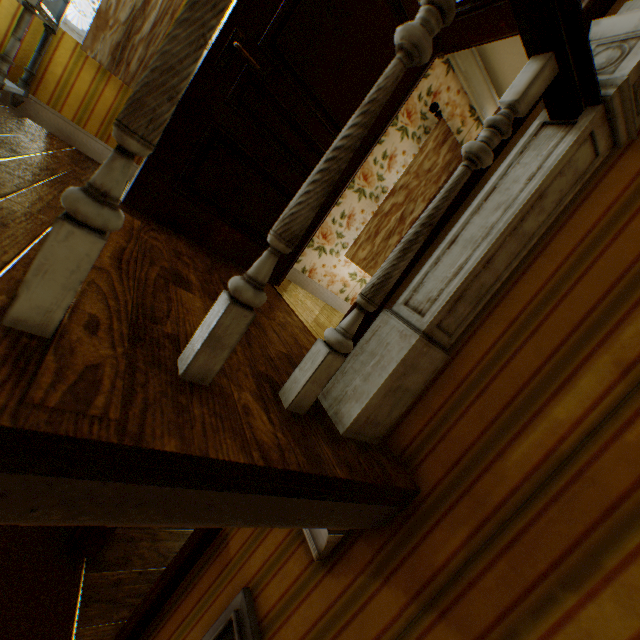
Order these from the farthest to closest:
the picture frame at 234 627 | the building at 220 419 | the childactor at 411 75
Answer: the childactor at 411 75 < the picture frame at 234 627 < the building at 220 419

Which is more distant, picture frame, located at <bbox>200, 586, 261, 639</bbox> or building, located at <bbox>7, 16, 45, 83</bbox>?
building, located at <bbox>7, 16, 45, 83</bbox>

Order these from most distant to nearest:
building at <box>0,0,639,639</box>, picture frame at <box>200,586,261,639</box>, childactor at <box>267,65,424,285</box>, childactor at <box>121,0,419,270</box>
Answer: childactor at <box>267,65,424,285</box> < childactor at <box>121,0,419,270</box> < picture frame at <box>200,586,261,639</box> < building at <box>0,0,639,639</box>

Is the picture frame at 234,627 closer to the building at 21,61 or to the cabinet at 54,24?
the building at 21,61

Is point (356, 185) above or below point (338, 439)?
above

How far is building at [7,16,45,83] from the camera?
2.20m

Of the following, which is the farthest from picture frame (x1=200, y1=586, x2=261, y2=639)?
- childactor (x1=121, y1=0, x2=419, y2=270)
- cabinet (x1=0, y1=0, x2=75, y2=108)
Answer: cabinet (x1=0, y1=0, x2=75, y2=108)

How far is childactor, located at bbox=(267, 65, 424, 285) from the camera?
2.5m
